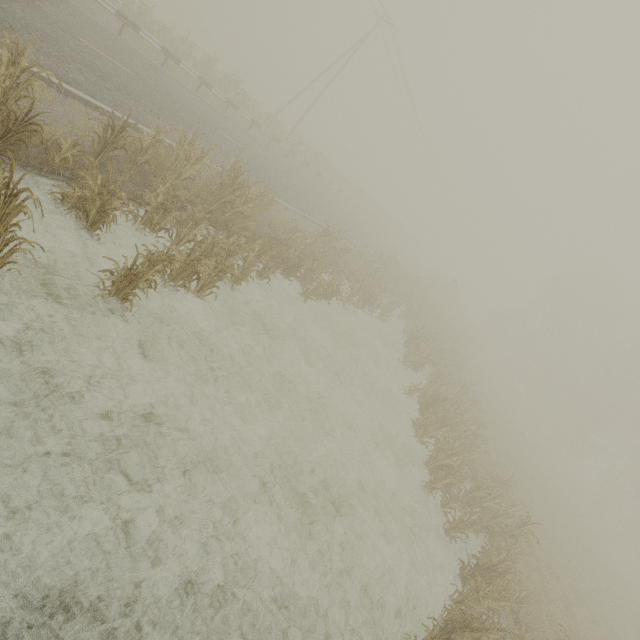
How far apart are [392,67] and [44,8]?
30.7m
